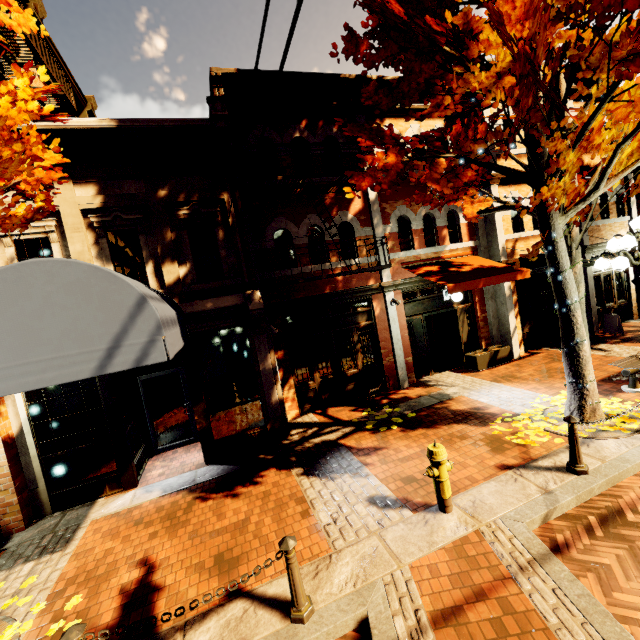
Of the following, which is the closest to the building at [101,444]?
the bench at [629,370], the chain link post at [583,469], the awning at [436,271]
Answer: the awning at [436,271]

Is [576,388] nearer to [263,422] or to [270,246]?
[263,422]

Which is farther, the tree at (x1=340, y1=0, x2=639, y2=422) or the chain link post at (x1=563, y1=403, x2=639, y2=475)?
the chain link post at (x1=563, y1=403, x2=639, y2=475)

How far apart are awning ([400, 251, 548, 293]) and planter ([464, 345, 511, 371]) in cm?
229

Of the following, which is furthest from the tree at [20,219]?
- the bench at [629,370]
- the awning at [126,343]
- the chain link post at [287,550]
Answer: the chain link post at [287,550]

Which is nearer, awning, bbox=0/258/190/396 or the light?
awning, bbox=0/258/190/396

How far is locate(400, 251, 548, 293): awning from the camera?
8.7m

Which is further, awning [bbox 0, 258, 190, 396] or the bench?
the bench
